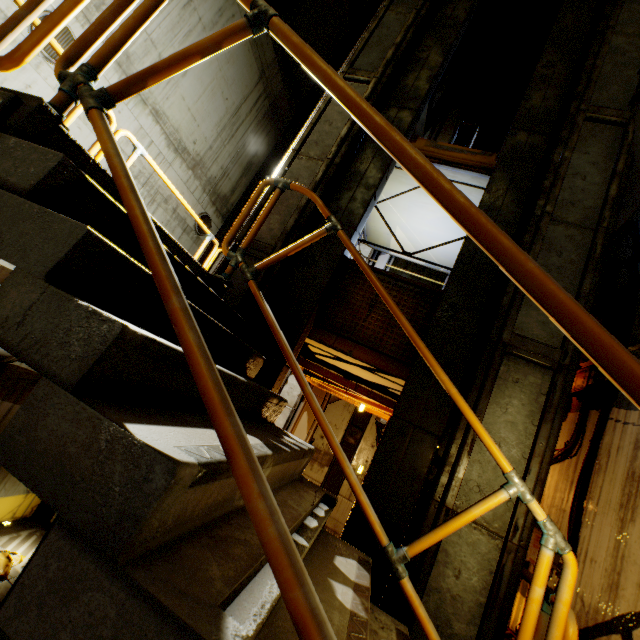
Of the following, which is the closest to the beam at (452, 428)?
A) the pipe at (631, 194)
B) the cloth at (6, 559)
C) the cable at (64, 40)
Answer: the pipe at (631, 194)

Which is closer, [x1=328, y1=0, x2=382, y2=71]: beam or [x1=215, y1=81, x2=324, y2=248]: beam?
[x1=215, y1=81, x2=324, y2=248]: beam

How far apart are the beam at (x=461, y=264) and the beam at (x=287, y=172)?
1.20m

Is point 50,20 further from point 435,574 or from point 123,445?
point 435,574

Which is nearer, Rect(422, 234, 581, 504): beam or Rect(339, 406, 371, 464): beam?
Rect(422, 234, 581, 504): beam

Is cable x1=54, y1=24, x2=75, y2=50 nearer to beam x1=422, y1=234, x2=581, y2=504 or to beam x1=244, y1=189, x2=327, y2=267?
beam x1=244, y1=189, x2=327, y2=267

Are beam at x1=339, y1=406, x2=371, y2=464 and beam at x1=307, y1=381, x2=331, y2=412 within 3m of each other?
yes
